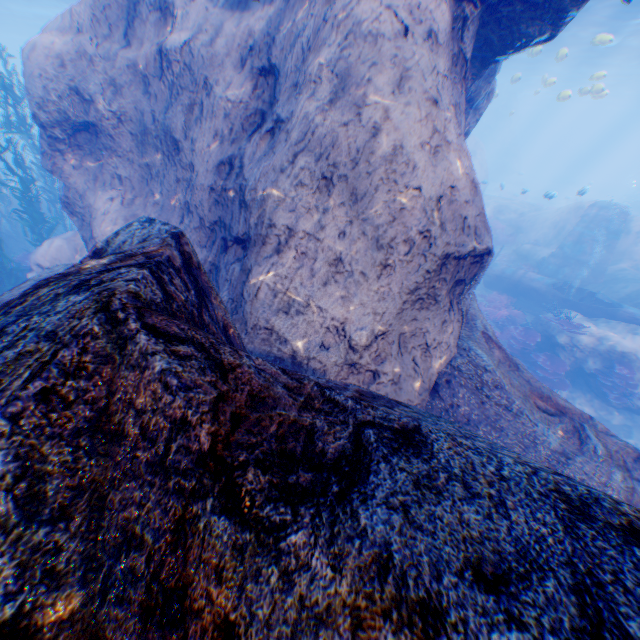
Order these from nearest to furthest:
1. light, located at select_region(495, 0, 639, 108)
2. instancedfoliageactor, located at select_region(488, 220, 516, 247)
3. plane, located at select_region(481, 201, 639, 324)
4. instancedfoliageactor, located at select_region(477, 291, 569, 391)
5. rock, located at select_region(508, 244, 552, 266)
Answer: instancedfoliageactor, located at select_region(477, 291, 569, 391) < plane, located at select_region(481, 201, 639, 324) < light, located at select_region(495, 0, 639, 108) < rock, located at select_region(508, 244, 552, 266) < instancedfoliageactor, located at select_region(488, 220, 516, 247)

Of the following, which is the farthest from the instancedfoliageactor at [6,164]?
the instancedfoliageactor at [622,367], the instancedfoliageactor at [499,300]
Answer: the instancedfoliageactor at [622,367]

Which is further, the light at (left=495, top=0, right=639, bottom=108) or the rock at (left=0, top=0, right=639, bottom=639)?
the light at (left=495, top=0, right=639, bottom=108)

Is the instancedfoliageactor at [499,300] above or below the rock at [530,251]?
below

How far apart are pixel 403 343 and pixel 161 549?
4.15m

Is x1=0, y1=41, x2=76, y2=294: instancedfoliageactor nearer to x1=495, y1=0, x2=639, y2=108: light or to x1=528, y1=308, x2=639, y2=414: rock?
x1=528, y1=308, x2=639, y2=414: rock

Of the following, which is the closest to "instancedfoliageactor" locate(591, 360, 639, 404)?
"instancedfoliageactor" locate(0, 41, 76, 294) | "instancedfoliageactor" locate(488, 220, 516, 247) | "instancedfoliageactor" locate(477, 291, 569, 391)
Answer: "instancedfoliageactor" locate(477, 291, 569, 391)

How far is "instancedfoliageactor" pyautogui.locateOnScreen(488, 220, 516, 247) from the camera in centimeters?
2148cm
